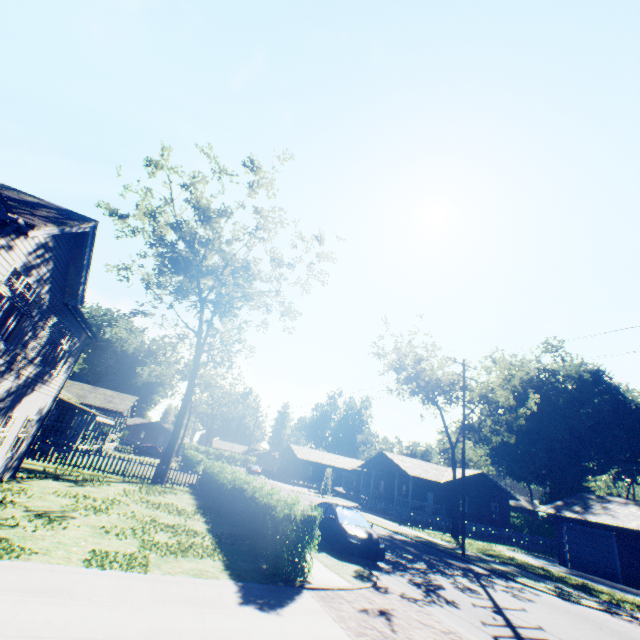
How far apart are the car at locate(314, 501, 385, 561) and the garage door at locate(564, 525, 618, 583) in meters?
20.9 m

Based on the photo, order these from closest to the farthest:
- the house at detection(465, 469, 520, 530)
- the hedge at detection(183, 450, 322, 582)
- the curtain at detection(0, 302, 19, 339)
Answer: the hedge at detection(183, 450, 322, 582) < the curtain at detection(0, 302, 19, 339) < the house at detection(465, 469, 520, 530)

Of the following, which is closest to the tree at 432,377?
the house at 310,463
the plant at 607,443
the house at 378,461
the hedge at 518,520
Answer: the house at 378,461

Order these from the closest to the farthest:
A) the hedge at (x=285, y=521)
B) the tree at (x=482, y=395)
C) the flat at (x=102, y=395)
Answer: the hedge at (x=285, y=521) < the tree at (x=482, y=395) < the flat at (x=102, y=395)

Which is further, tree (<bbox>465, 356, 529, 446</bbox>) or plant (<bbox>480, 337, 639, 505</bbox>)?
plant (<bbox>480, 337, 639, 505</bbox>)

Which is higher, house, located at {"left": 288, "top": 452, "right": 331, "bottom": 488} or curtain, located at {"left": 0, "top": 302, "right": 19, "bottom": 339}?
curtain, located at {"left": 0, "top": 302, "right": 19, "bottom": 339}

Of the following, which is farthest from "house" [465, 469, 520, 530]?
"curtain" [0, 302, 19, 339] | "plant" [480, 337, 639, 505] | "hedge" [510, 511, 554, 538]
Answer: "curtain" [0, 302, 19, 339]

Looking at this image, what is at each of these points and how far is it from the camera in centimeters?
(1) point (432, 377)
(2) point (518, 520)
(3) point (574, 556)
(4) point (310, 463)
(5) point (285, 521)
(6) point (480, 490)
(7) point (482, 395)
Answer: (1) tree, 3225cm
(2) hedge, 4712cm
(3) garage door, 2416cm
(4) house, 5962cm
(5) hedge, 885cm
(6) house, 3847cm
(7) tree, 3198cm
